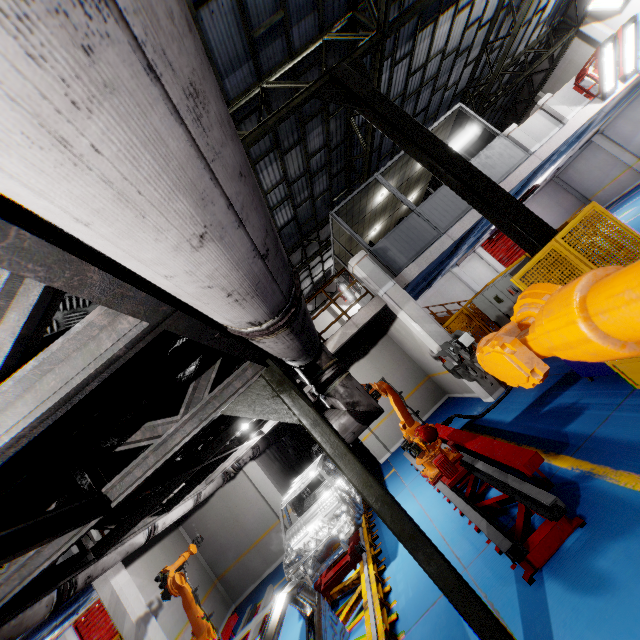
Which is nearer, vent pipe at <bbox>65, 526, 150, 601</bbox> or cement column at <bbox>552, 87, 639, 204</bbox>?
vent pipe at <bbox>65, 526, 150, 601</bbox>

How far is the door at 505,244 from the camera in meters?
21.8

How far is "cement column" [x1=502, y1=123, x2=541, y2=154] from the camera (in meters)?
10.29

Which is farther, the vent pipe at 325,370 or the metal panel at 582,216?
the metal panel at 582,216

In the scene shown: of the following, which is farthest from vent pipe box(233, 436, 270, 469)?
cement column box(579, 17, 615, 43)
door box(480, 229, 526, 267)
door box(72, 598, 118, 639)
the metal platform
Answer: cement column box(579, 17, 615, 43)

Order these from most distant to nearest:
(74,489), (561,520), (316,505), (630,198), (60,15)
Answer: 1. (630,198)
2. (316,505)
3. (74,489)
4. (561,520)
5. (60,15)

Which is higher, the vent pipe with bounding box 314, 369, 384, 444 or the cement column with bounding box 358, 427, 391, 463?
the vent pipe with bounding box 314, 369, 384, 444

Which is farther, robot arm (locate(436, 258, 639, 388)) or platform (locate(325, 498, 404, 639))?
platform (locate(325, 498, 404, 639))
